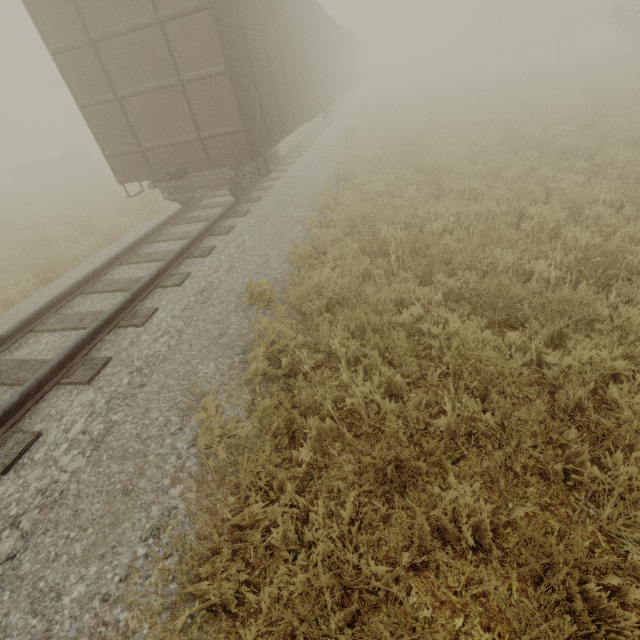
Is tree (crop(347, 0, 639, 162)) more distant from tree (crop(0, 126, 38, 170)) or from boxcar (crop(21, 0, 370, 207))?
tree (crop(0, 126, 38, 170))

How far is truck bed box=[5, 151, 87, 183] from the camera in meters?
28.3

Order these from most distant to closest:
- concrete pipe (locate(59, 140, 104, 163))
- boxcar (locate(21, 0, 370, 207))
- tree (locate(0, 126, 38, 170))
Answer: tree (locate(0, 126, 38, 170))
concrete pipe (locate(59, 140, 104, 163))
boxcar (locate(21, 0, 370, 207))

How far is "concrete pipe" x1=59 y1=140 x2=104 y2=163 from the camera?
33.9m

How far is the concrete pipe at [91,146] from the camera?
33.9m

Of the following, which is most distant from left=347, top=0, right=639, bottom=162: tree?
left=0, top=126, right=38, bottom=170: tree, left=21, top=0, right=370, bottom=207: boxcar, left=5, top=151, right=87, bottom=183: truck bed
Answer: left=0, top=126, right=38, bottom=170: tree

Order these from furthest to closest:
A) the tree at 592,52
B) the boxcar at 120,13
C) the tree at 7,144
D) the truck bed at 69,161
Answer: the tree at 7,144
the truck bed at 69,161
the tree at 592,52
the boxcar at 120,13

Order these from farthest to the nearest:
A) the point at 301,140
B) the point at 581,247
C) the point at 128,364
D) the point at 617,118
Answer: the point at 301,140, the point at 617,118, the point at 581,247, the point at 128,364
